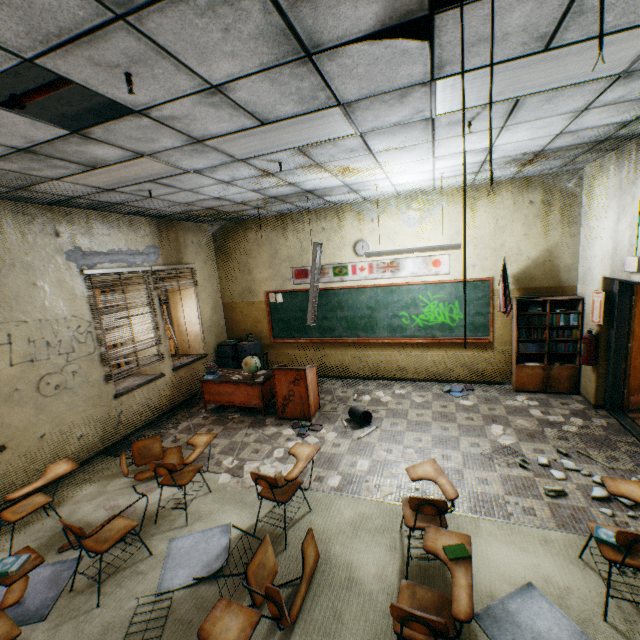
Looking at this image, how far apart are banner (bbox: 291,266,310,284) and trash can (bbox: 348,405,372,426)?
2.80m

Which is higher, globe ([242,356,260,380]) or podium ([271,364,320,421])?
globe ([242,356,260,380])

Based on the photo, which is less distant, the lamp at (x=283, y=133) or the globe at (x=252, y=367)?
the lamp at (x=283, y=133)

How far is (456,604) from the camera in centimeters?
196cm

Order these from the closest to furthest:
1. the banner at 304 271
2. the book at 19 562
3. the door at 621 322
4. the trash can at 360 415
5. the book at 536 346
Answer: the book at 19 562, the door at 621 322, the trash can at 360 415, the book at 536 346, the banner at 304 271

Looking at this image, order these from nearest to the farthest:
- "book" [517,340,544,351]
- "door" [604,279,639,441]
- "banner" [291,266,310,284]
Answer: "door" [604,279,639,441]
"book" [517,340,544,351]
"banner" [291,266,310,284]

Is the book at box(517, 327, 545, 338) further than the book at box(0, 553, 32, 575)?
Yes

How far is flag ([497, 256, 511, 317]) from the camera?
5.7 meters
